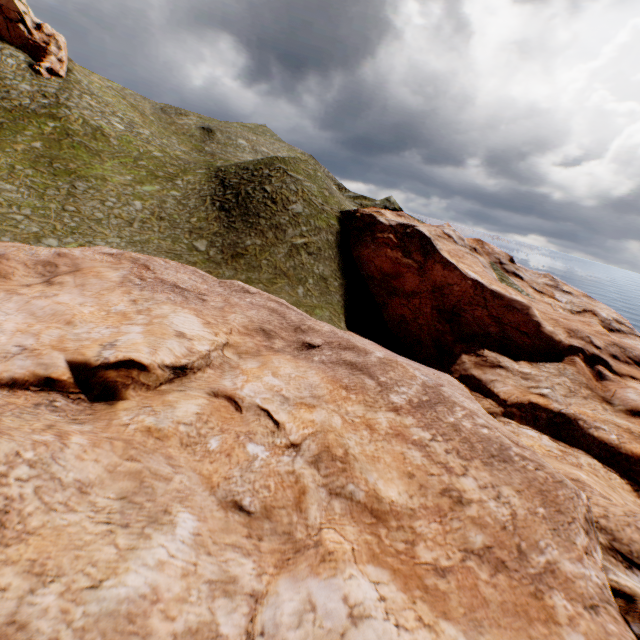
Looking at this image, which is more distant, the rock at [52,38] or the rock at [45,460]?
the rock at [52,38]

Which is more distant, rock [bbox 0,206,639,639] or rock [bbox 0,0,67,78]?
rock [bbox 0,0,67,78]

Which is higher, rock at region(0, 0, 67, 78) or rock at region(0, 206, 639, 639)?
rock at region(0, 0, 67, 78)

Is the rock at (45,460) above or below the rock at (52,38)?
below

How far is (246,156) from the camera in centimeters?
5675cm
